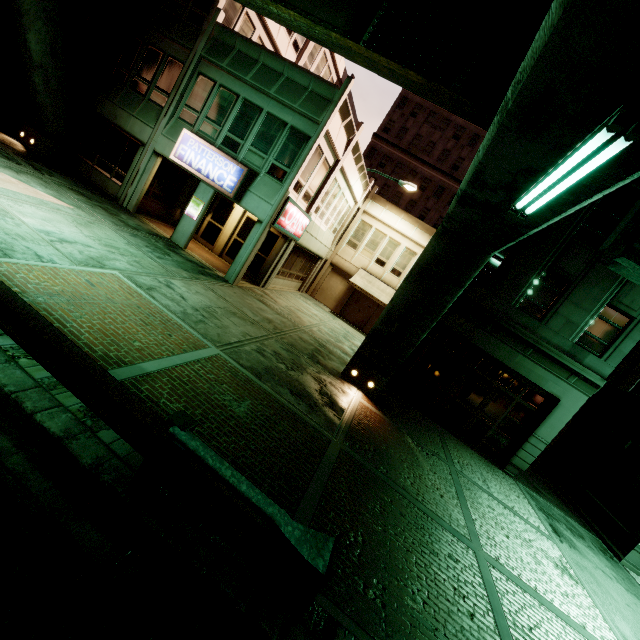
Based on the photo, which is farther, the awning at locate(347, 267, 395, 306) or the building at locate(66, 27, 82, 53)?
the awning at locate(347, 267, 395, 306)

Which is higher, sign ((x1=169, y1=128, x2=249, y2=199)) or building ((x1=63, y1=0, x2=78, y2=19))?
building ((x1=63, y1=0, x2=78, y2=19))

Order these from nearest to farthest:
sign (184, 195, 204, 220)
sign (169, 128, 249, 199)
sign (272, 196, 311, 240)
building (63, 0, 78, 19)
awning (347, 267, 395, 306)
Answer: sign (169, 128, 249, 199) → sign (272, 196, 311, 240) → sign (184, 195, 204, 220) → building (63, 0, 78, 19) → awning (347, 267, 395, 306)

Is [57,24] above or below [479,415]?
above

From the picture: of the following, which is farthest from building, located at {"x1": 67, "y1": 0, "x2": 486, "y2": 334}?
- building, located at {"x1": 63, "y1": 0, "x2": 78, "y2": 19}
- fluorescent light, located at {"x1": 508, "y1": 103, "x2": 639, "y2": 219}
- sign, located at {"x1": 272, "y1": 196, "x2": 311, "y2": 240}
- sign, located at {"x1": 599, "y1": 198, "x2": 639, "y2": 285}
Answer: sign, located at {"x1": 599, "y1": 198, "x2": 639, "y2": 285}

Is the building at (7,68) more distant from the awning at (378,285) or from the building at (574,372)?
the awning at (378,285)

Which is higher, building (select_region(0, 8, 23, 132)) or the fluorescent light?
the fluorescent light

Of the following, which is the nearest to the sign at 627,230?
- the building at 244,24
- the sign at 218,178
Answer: the building at 244,24
